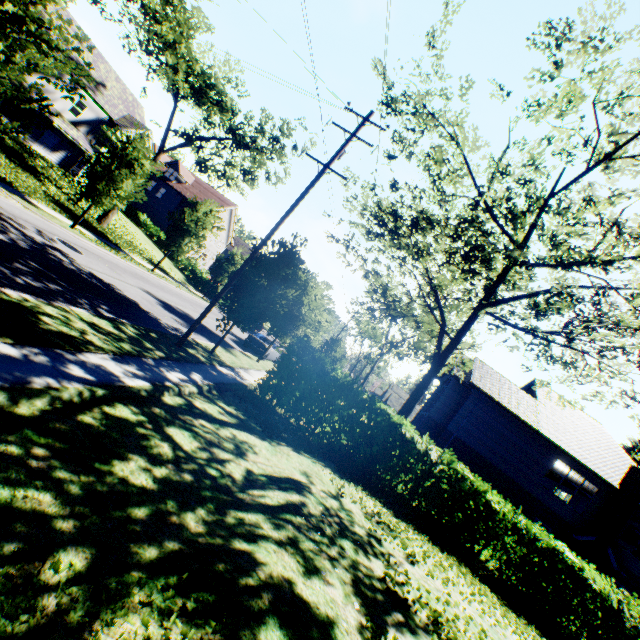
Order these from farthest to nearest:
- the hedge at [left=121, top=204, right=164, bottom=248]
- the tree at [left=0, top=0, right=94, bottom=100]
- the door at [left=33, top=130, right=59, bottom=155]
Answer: the hedge at [left=121, top=204, right=164, bottom=248] → the door at [left=33, top=130, right=59, bottom=155] → the tree at [left=0, top=0, right=94, bottom=100]

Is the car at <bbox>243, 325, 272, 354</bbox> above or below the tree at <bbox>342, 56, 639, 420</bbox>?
below

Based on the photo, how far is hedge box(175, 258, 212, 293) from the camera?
36.16m

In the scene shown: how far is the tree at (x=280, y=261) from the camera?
14.0m

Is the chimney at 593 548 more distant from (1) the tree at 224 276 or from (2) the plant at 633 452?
(2) the plant at 633 452

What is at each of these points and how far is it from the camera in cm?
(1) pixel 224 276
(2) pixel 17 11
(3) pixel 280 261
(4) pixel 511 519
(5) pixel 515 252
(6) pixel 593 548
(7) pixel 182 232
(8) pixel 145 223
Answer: (1) tree, 3206
(2) tree, 398
(3) tree, 1448
(4) hedge, 1131
(5) tree, 984
(6) chimney, 1853
(7) tree, 2356
(8) hedge, 3978

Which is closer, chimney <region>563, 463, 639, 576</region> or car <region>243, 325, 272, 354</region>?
chimney <region>563, 463, 639, 576</region>

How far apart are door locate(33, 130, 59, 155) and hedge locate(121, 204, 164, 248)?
11.0 meters
